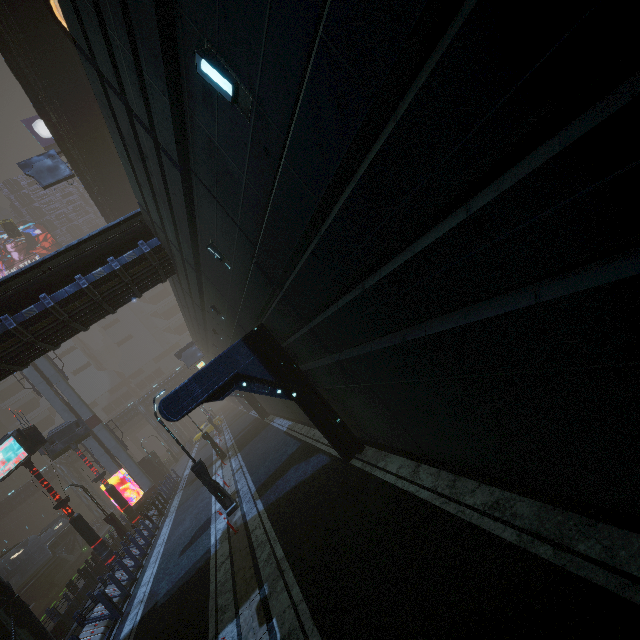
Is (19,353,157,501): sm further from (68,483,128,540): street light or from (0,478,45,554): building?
(68,483,128,540): street light

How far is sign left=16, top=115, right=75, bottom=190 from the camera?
24.2 meters

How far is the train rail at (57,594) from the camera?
25.62m

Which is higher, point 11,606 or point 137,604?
point 11,606

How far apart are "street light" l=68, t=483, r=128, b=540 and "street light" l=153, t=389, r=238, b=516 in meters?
13.3

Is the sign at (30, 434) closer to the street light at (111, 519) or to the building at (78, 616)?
the building at (78, 616)

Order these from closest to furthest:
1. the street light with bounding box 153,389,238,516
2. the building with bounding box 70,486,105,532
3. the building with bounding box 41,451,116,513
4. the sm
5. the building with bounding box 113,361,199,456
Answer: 1. the street light with bounding box 153,389,238,516
2. the sm
3. the building with bounding box 70,486,105,532
4. the building with bounding box 41,451,116,513
5. the building with bounding box 113,361,199,456

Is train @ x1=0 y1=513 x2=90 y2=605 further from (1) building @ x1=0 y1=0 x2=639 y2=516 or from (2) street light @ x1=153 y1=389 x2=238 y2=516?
(2) street light @ x1=153 y1=389 x2=238 y2=516
